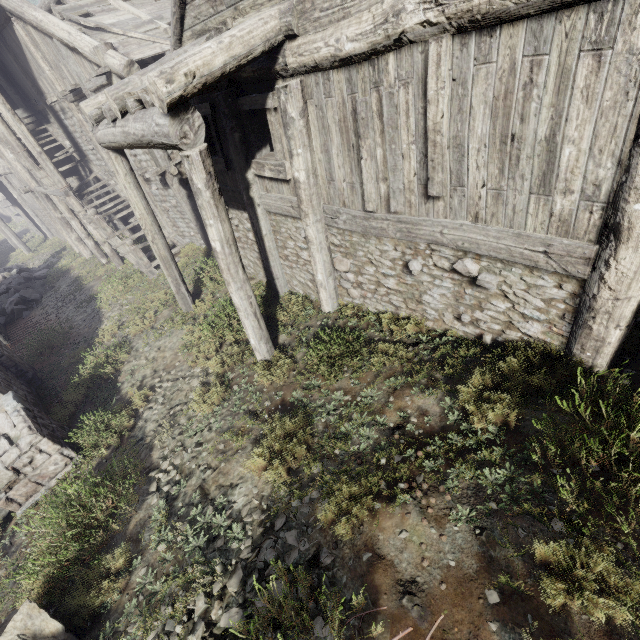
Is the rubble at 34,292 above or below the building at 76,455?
below

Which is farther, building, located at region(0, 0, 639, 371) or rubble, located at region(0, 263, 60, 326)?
rubble, located at region(0, 263, 60, 326)

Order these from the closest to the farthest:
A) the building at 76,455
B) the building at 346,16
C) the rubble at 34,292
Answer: the building at 346,16
the building at 76,455
the rubble at 34,292

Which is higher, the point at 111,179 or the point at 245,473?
the point at 111,179

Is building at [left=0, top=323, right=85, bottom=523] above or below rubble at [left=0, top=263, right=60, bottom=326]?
above

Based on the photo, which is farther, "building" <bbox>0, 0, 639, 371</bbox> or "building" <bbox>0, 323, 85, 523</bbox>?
"building" <bbox>0, 323, 85, 523</bbox>

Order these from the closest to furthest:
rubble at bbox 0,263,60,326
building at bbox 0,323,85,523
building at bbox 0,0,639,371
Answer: building at bbox 0,0,639,371 < building at bbox 0,323,85,523 < rubble at bbox 0,263,60,326
